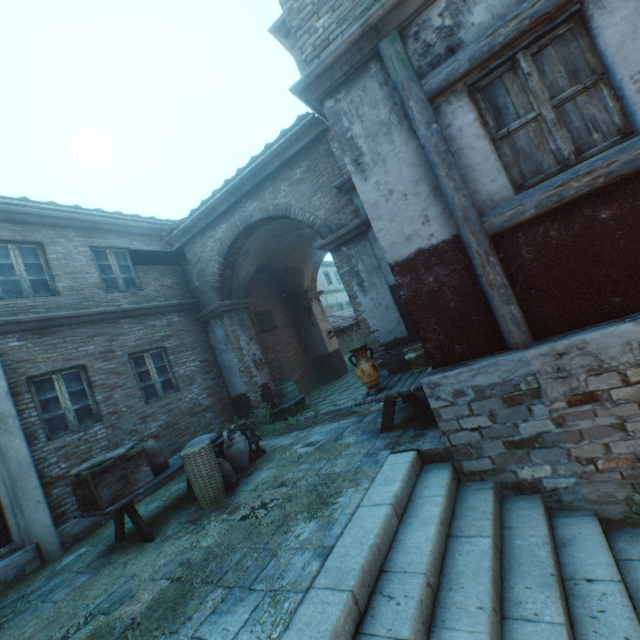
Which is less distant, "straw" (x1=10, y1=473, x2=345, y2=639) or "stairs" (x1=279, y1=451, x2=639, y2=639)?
"stairs" (x1=279, y1=451, x2=639, y2=639)

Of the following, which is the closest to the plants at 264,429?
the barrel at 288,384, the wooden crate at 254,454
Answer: the barrel at 288,384

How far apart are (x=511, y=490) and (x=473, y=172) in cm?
354

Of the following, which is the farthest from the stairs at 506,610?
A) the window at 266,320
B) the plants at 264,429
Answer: the window at 266,320

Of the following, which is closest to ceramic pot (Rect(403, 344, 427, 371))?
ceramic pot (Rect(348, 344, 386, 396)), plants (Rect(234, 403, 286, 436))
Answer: ceramic pot (Rect(348, 344, 386, 396))

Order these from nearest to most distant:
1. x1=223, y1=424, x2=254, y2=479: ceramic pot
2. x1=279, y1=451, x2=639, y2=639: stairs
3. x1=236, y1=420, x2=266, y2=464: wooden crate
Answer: x1=279, y1=451, x2=639, y2=639: stairs, x1=223, y1=424, x2=254, y2=479: ceramic pot, x1=236, y1=420, x2=266, y2=464: wooden crate

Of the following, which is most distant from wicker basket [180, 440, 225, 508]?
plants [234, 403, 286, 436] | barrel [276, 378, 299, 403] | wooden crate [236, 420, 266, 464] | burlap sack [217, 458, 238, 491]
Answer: barrel [276, 378, 299, 403]

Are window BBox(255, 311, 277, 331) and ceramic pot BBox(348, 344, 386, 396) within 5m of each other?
no
